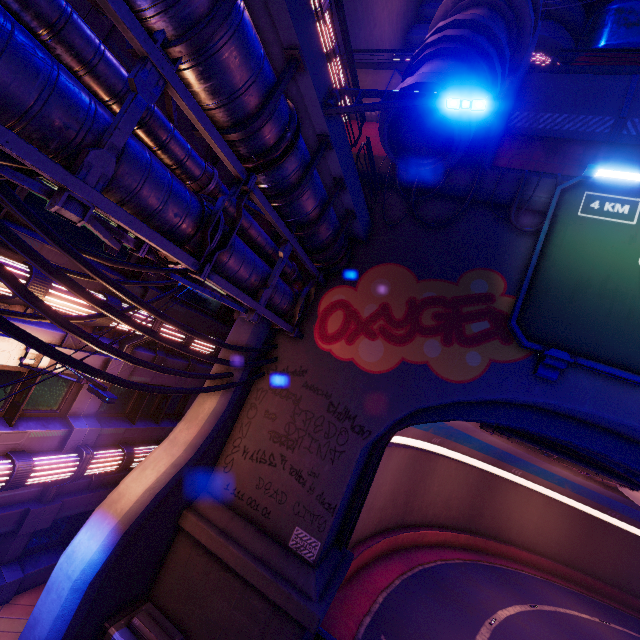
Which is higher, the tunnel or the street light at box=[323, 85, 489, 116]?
the street light at box=[323, 85, 489, 116]

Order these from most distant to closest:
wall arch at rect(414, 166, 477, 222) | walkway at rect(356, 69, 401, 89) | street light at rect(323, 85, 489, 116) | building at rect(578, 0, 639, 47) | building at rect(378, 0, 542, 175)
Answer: building at rect(578, 0, 639, 47)
walkway at rect(356, 69, 401, 89)
wall arch at rect(414, 166, 477, 222)
building at rect(378, 0, 542, 175)
street light at rect(323, 85, 489, 116)

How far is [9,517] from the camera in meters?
8.9

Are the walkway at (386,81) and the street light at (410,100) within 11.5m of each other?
yes

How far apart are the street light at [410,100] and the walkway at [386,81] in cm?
1025

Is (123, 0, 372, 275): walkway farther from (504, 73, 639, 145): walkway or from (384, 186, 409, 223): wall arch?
(504, 73, 639, 145): walkway

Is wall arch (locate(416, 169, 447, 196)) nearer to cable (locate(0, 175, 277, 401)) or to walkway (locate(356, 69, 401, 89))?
cable (locate(0, 175, 277, 401))

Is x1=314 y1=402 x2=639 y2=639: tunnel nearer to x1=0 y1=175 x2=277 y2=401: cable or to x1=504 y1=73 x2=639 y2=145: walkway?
x1=0 y1=175 x2=277 y2=401: cable
